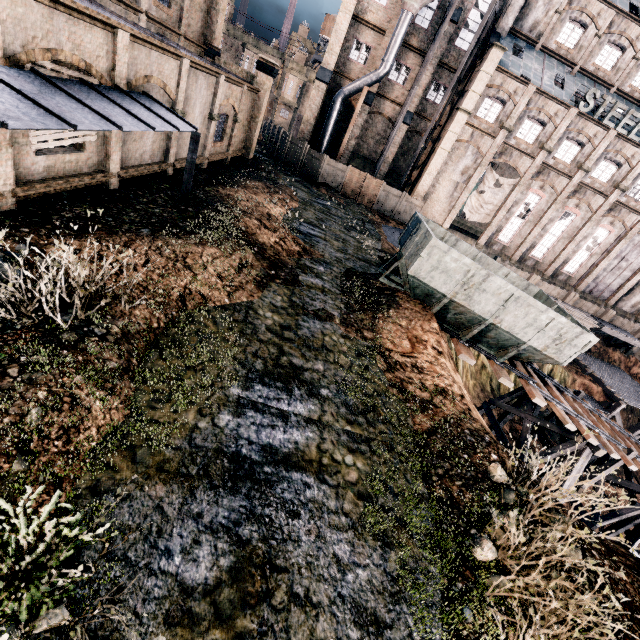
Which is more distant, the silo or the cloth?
the cloth

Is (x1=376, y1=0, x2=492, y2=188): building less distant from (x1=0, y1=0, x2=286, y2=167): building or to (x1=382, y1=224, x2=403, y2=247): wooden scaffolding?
(x1=382, y1=224, x2=403, y2=247): wooden scaffolding

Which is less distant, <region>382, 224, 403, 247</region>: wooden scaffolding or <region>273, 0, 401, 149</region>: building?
<region>382, 224, 403, 247</region>: wooden scaffolding

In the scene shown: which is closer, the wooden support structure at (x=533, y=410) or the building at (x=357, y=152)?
the wooden support structure at (x=533, y=410)

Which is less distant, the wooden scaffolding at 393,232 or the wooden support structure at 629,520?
the wooden support structure at 629,520

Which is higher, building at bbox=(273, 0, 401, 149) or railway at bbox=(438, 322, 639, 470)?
building at bbox=(273, 0, 401, 149)

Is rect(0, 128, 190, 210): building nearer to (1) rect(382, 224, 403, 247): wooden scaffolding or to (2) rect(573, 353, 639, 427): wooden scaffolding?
(1) rect(382, 224, 403, 247): wooden scaffolding

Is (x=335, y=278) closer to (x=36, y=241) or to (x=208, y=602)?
(x=36, y=241)
